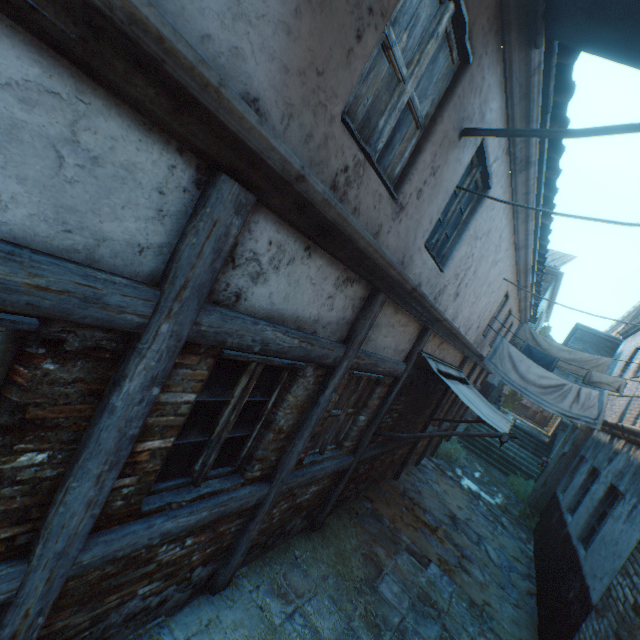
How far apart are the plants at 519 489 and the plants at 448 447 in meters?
1.2

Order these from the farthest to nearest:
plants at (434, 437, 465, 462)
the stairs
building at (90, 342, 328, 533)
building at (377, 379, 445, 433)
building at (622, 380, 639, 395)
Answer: A: the stairs, plants at (434, 437, 465, 462), building at (622, 380, 639, 395), building at (377, 379, 445, 433), building at (90, 342, 328, 533)

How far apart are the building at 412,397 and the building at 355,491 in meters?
0.2

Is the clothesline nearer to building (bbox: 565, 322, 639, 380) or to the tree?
building (bbox: 565, 322, 639, 380)

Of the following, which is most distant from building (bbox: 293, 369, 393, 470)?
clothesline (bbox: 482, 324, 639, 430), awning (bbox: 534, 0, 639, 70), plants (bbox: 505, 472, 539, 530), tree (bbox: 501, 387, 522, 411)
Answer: plants (bbox: 505, 472, 539, 530)

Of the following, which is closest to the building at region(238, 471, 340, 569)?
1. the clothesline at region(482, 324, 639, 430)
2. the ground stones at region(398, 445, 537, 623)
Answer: the ground stones at region(398, 445, 537, 623)

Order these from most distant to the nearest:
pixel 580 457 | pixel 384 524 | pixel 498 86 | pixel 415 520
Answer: pixel 580 457, pixel 415 520, pixel 384 524, pixel 498 86

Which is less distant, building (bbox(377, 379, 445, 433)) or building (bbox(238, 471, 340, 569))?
building (bbox(238, 471, 340, 569))
